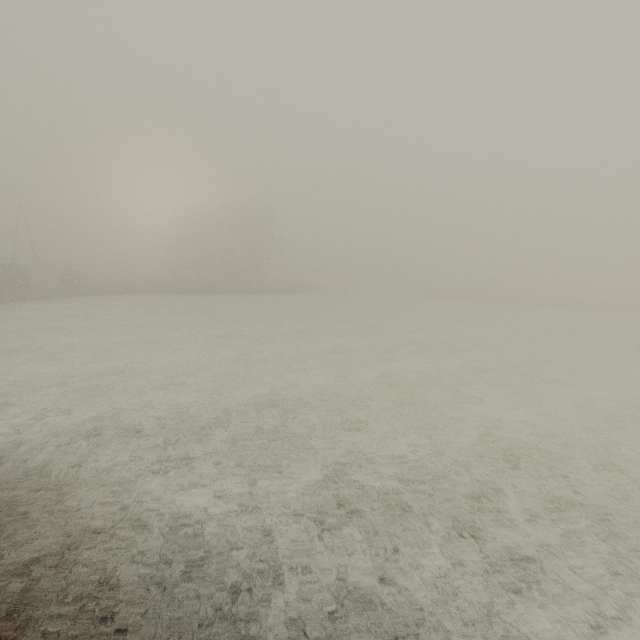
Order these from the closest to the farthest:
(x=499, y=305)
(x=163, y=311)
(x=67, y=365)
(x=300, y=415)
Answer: (x=300, y=415) → (x=67, y=365) → (x=163, y=311) → (x=499, y=305)
